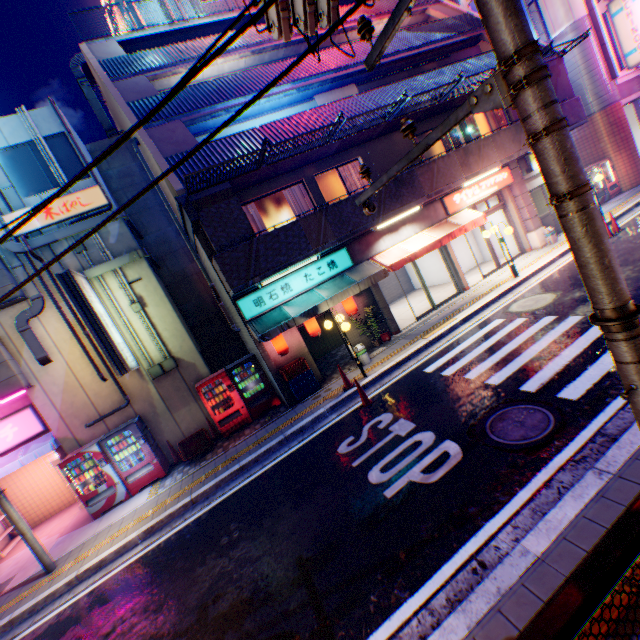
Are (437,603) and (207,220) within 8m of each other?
no

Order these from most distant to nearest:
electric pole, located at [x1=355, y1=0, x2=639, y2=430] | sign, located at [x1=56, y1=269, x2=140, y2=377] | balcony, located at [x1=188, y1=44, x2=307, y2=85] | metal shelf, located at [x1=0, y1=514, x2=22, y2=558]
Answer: balcony, located at [x1=188, y1=44, x2=307, y2=85], metal shelf, located at [x1=0, y1=514, x2=22, y2=558], sign, located at [x1=56, y1=269, x2=140, y2=377], electric pole, located at [x1=355, y1=0, x2=639, y2=430]

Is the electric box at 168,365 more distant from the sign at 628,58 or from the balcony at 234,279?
the sign at 628,58

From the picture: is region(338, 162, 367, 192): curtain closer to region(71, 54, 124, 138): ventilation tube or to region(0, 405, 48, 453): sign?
region(71, 54, 124, 138): ventilation tube

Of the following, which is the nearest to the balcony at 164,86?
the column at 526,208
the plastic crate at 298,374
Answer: the column at 526,208

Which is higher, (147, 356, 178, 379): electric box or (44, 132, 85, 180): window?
(44, 132, 85, 180): window

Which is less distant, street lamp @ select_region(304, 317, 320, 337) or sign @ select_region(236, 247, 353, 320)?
sign @ select_region(236, 247, 353, 320)

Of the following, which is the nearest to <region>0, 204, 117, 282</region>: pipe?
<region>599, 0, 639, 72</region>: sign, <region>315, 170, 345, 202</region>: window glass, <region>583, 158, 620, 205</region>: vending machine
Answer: <region>315, 170, 345, 202</region>: window glass
